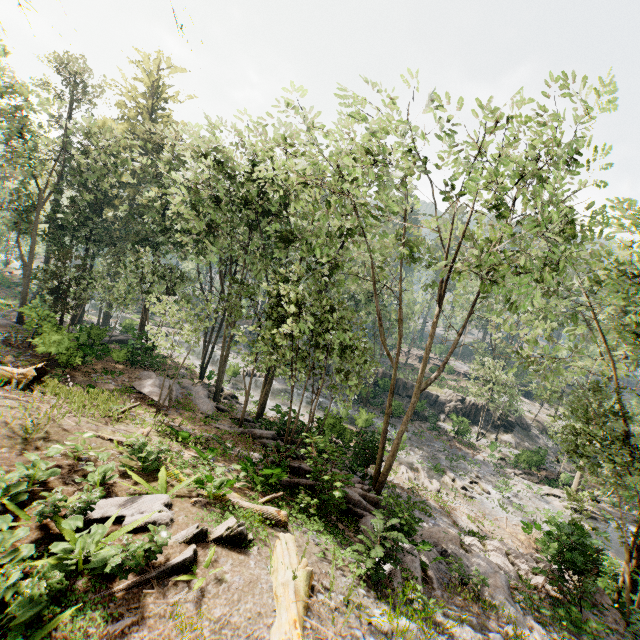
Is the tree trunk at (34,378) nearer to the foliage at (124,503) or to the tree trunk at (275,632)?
the foliage at (124,503)

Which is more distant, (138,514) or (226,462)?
(226,462)

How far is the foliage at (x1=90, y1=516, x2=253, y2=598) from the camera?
5.6 meters

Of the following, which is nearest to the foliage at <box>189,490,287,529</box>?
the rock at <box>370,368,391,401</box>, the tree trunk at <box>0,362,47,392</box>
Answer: the rock at <box>370,368,391,401</box>

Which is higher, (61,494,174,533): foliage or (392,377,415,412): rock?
(61,494,174,533): foliage

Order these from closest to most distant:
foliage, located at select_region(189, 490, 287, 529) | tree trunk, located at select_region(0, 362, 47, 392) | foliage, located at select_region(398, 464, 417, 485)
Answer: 1. foliage, located at select_region(189, 490, 287, 529)
2. tree trunk, located at select_region(0, 362, 47, 392)
3. foliage, located at select_region(398, 464, 417, 485)

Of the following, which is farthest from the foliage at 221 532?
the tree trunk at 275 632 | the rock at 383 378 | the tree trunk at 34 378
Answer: the tree trunk at 34 378
